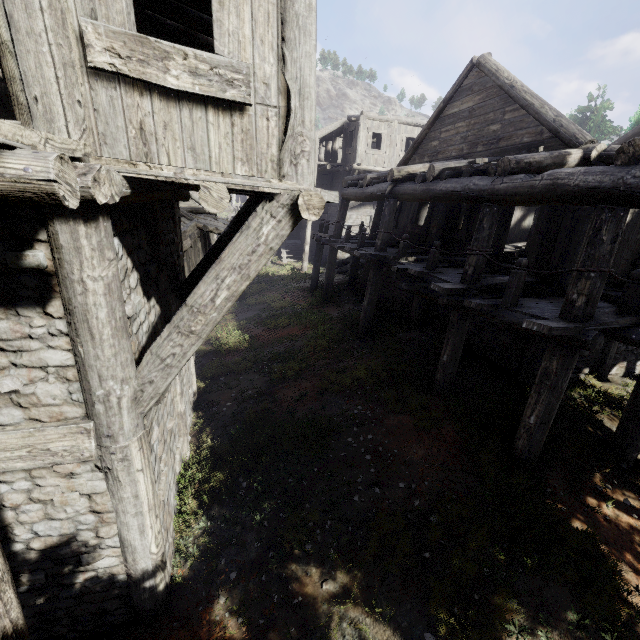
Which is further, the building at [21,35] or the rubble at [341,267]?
the rubble at [341,267]

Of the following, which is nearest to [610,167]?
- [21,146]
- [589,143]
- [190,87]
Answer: [589,143]

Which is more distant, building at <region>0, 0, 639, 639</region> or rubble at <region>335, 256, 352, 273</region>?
rubble at <region>335, 256, 352, 273</region>

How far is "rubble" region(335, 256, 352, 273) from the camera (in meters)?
22.30

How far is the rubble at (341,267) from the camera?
22.30m
